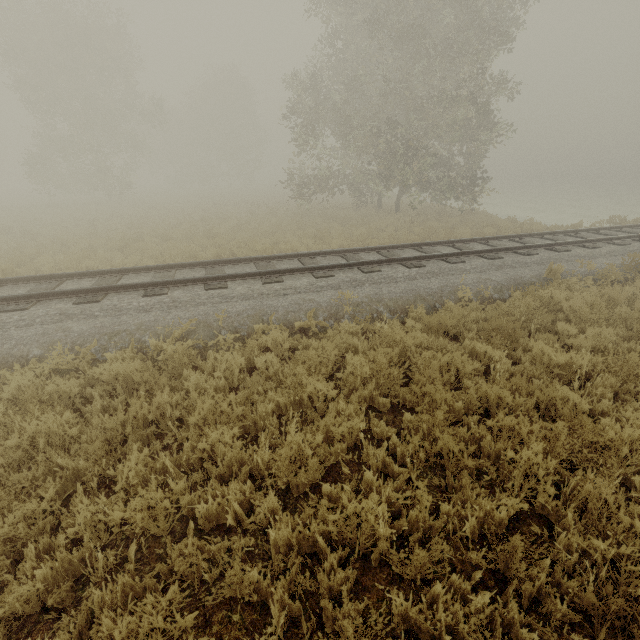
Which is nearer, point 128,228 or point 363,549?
point 363,549
